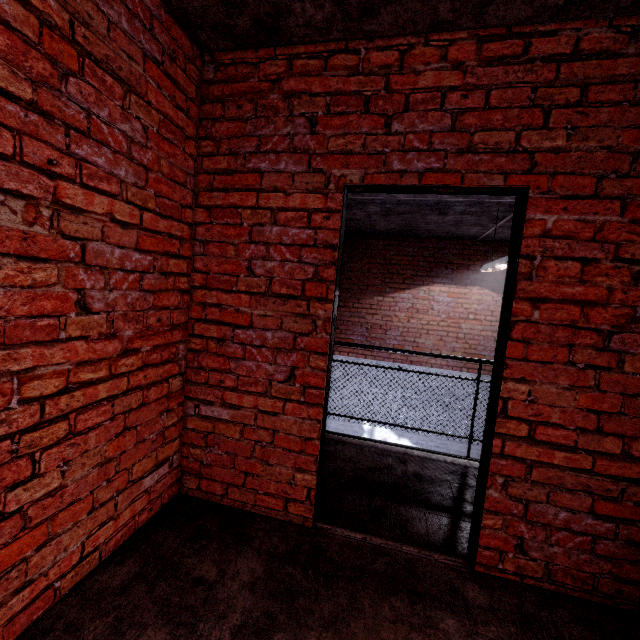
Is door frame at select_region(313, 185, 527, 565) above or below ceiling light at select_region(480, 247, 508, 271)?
above

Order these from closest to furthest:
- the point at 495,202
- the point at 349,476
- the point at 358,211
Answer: the point at 349,476 → the point at 495,202 → the point at 358,211

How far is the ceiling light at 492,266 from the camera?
4.0m

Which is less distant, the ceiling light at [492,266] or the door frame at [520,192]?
the door frame at [520,192]

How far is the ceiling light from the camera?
4.0 meters

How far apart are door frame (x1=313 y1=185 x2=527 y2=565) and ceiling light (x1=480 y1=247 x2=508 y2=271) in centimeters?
234cm

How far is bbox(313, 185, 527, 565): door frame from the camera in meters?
1.8 m

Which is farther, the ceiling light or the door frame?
the ceiling light
